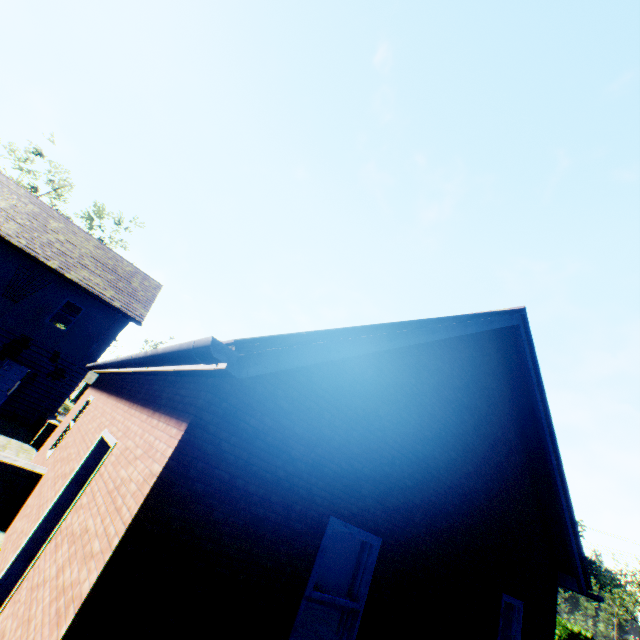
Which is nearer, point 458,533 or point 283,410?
point 283,410
